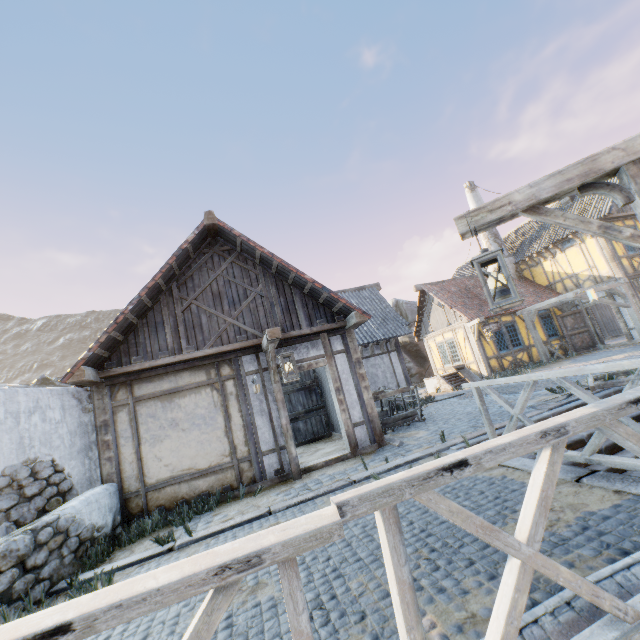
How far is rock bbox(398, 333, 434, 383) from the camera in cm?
2302

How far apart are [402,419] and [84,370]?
7.76m

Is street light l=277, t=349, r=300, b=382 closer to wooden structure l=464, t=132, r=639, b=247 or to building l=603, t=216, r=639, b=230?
wooden structure l=464, t=132, r=639, b=247

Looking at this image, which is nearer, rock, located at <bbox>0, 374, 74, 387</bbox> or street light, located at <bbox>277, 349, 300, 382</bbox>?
street light, located at <bbox>277, 349, 300, 382</bbox>

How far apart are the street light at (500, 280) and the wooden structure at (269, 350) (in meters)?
3.72

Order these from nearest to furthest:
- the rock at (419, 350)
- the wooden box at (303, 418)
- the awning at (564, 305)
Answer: the wooden box at (303, 418) < the awning at (564, 305) < the rock at (419, 350)

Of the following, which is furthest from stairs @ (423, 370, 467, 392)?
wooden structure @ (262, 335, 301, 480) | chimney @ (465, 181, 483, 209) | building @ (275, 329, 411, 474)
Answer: wooden structure @ (262, 335, 301, 480)

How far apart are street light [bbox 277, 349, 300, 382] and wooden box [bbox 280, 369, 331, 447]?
5.2 meters
